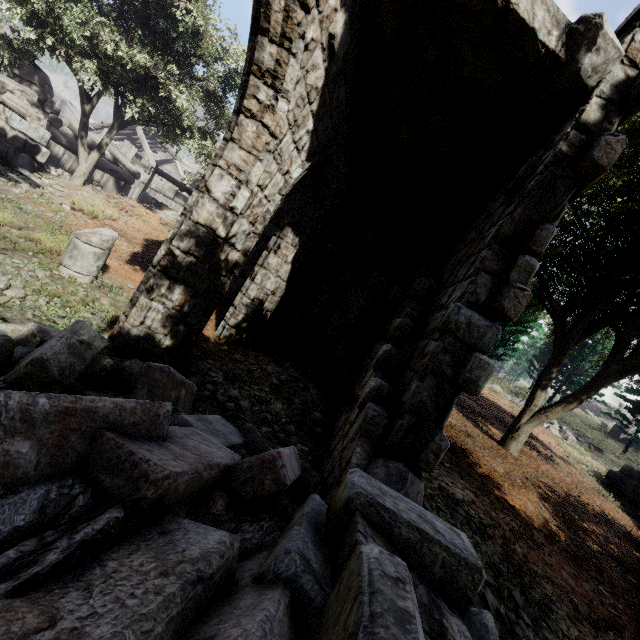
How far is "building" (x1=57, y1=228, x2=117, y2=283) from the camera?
5.2 meters

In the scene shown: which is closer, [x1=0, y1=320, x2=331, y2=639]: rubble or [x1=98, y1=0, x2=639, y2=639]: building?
[x1=0, y1=320, x2=331, y2=639]: rubble

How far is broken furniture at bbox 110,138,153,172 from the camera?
19.2 meters

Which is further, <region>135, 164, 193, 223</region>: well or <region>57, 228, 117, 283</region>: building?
<region>135, 164, 193, 223</region>: well

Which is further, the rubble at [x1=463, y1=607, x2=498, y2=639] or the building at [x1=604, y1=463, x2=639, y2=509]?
the building at [x1=604, y1=463, x2=639, y2=509]

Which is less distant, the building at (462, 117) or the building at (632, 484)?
the building at (462, 117)

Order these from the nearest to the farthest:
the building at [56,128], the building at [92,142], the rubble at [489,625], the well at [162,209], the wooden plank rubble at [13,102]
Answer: the rubble at [489,625], the wooden plank rubble at [13,102], the building at [56,128], the well at [162,209], the building at [92,142]

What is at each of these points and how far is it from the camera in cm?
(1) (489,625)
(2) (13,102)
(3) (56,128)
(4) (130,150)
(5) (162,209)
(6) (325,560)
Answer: (1) rubble, 260
(2) wooden plank rubble, 634
(3) building, 1363
(4) broken furniture, 1922
(5) well, 1441
(6) rubble, 161
